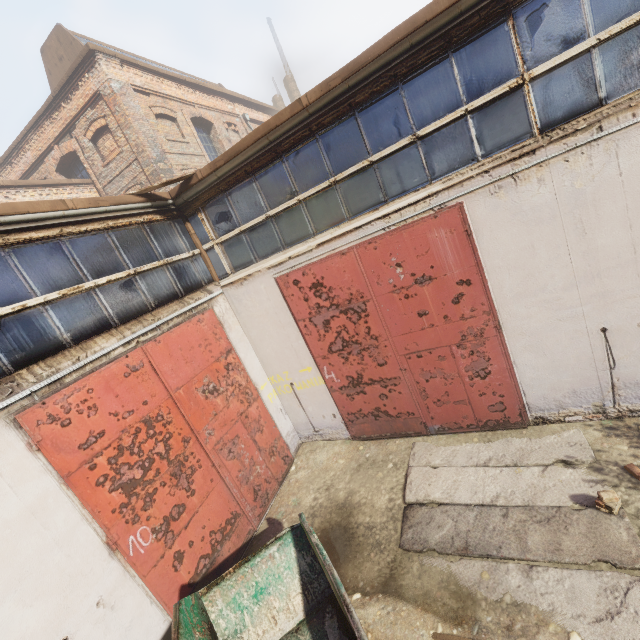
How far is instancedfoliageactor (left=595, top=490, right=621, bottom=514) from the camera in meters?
4.2 m

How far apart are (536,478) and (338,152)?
6.2 meters

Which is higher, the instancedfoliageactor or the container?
the container

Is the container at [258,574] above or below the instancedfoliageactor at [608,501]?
above

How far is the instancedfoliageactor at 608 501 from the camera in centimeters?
415cm
